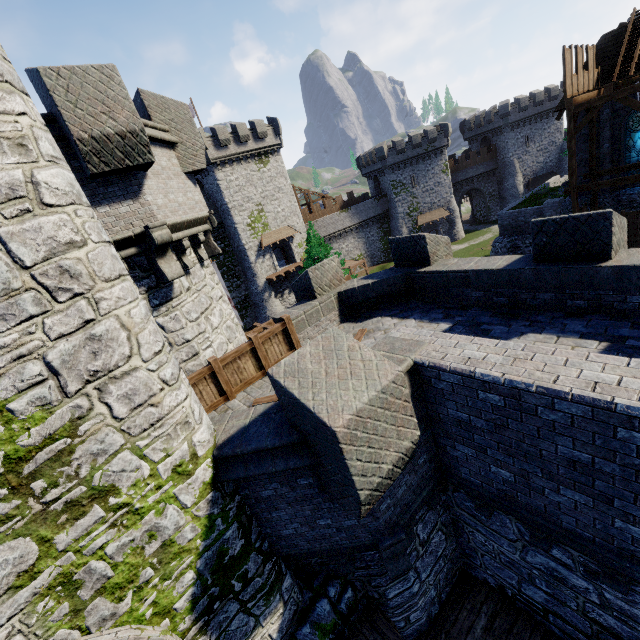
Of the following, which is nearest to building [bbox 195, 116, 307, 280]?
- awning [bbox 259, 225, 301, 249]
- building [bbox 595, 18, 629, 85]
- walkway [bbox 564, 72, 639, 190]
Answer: awning [bbox 259, 225, 301, 249]

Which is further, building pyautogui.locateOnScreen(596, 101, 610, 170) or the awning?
the awning

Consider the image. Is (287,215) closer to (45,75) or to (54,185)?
(45,75)

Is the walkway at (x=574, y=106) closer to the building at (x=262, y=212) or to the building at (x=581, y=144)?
the building at (x=581, y=144)

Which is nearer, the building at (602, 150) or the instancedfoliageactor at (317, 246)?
the building at (602, 150)

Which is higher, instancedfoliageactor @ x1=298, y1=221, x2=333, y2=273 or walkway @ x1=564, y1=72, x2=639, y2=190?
walkway @ x1=564, y1=72, x2=639, y2=190

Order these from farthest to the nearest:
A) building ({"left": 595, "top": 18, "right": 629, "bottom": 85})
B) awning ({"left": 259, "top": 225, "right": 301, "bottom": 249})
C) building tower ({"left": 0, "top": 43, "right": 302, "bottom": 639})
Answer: awning ({"left": 259, "top": 225, "right": 301, "bottom": 249}) → building ({"left": 595, "top": 18, "right": 629, "bottom": 85}) → building tower ({"left": 0, "top": 43, "right": 302, "bottom": 639})

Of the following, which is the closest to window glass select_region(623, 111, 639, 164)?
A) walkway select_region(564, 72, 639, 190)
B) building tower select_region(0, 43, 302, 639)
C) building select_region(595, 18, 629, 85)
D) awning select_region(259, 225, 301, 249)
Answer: building select_region(595, 18, 629, 85)
